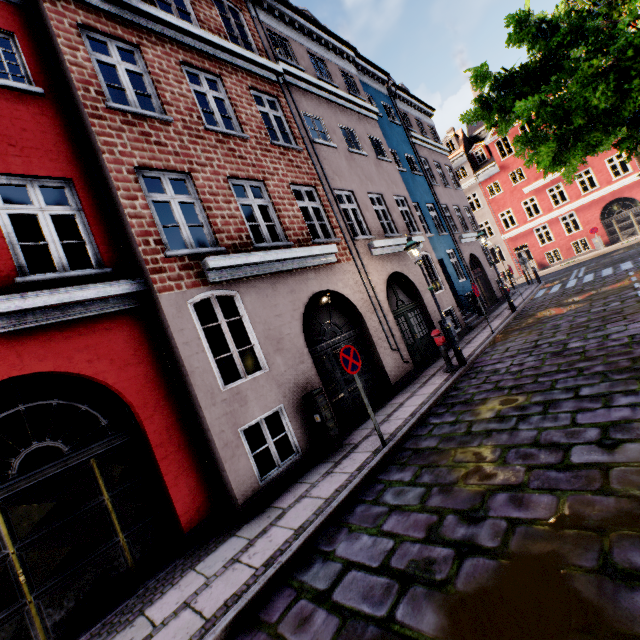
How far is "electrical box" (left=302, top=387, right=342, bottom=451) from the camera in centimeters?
652cm

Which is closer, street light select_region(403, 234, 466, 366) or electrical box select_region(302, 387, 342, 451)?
electrical box select_region(302, 387, 342, 451)

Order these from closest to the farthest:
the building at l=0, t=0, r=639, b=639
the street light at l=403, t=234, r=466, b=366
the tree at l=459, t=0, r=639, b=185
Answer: the building at l=0, t=0, r=639, b=639 < the tree at l=459, t=0, r=639, b=185 < the street light at l=403, t=234, r=466, b=366

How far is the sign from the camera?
5.70m

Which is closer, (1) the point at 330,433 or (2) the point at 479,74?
(1) the point at 330,433

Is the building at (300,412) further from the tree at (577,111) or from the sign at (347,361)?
the tree at (577,111)

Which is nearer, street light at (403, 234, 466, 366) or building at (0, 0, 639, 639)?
building at (0, 0, 639, 639)

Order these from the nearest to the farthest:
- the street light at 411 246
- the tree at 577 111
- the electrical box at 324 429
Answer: the tree at 577 111
the electrical box at 324 429
the street light at 411 246
